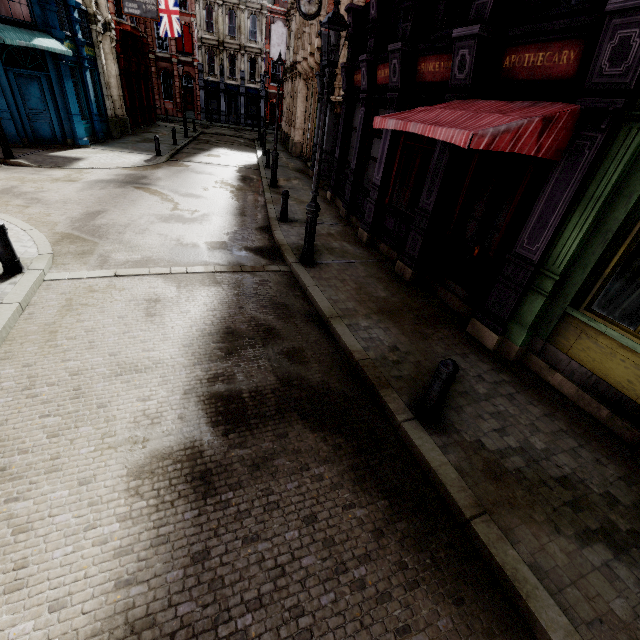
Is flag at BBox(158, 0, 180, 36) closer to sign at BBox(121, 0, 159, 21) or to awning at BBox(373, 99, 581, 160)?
sign at BBox(121, 0, 159, 21)

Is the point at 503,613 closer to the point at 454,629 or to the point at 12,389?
the point at 454,629

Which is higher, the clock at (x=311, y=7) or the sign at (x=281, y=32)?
the sign at (x=281, y=32)

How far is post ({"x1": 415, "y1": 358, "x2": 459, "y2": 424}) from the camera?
3.8 meters

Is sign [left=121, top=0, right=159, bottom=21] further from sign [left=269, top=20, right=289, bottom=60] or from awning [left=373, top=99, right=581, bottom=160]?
Answer: awning [left=373, top=99, right=581, bottom=160]

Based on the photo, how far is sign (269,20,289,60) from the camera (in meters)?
23.88

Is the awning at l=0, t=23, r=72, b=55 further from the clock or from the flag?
the flag

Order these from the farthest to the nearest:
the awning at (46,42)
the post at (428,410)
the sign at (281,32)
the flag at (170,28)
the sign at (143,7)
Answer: the flag at (170,28) < the sign at (281,32) < the sign at (143,7) < the awning at (46,42) < the post at (428,410)
